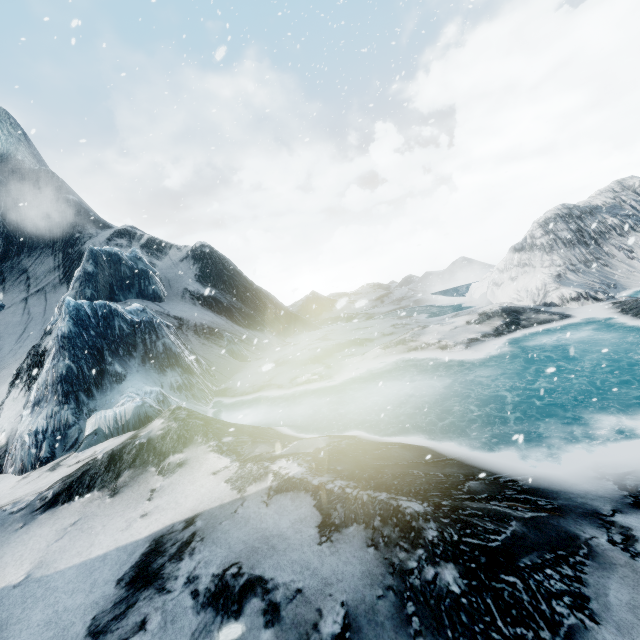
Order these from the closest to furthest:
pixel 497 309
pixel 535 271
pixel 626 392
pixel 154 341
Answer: pixel 626 392, pixel 497 309, pixel 154 341, pixel 535 271
